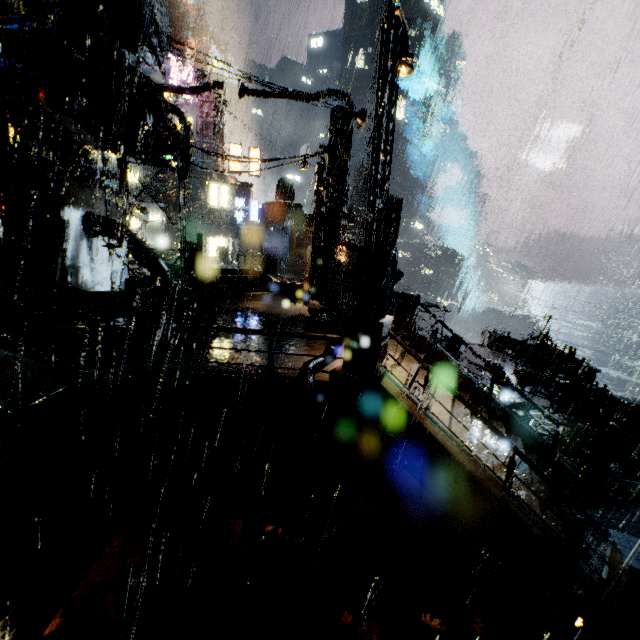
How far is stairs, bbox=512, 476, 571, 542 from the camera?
7.2 meters

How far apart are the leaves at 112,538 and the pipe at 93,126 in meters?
14.3 m

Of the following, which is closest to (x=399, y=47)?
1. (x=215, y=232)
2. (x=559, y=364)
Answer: (x=559, y=364)

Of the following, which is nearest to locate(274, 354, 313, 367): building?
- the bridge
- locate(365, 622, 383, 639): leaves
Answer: the bridge

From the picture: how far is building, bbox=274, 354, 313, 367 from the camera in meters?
8.3

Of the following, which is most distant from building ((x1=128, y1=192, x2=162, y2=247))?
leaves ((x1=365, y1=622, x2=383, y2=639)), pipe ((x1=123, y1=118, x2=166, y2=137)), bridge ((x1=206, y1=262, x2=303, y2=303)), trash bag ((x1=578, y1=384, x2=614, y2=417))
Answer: leaves ((x1=365, y1=622, x2=383, y2=639))

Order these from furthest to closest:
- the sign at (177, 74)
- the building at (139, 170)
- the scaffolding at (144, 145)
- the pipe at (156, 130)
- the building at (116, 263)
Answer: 1. the building at (139, 170)
2. the sign at (177, 74)
3. the building at (116, 263)
4. the pipe at (156, 130)
5. the scaffolding at (144, 145)

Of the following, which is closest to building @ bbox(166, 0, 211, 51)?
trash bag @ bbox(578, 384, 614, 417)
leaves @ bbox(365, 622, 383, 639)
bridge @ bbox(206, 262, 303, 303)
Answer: bridge @ bbox(206, 262, 303, 303)
